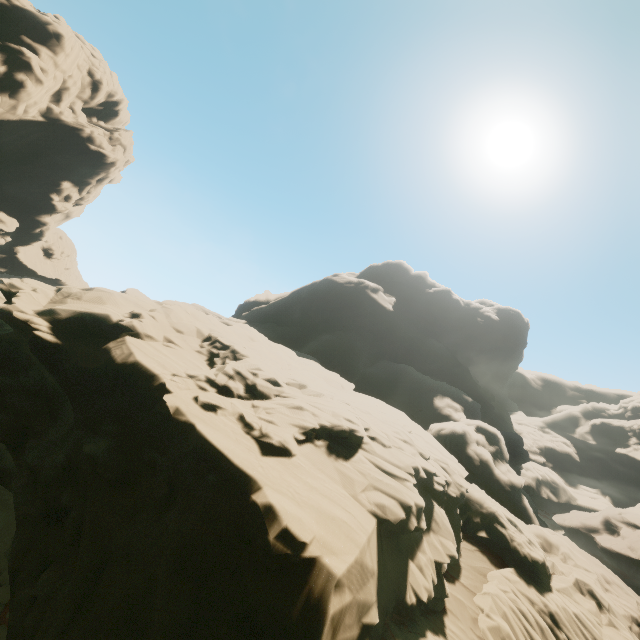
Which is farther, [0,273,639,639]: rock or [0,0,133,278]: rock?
[0,0,133,278]: rock

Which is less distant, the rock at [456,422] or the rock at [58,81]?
the rock at [456,422]

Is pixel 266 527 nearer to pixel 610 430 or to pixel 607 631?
pixel 607 631
